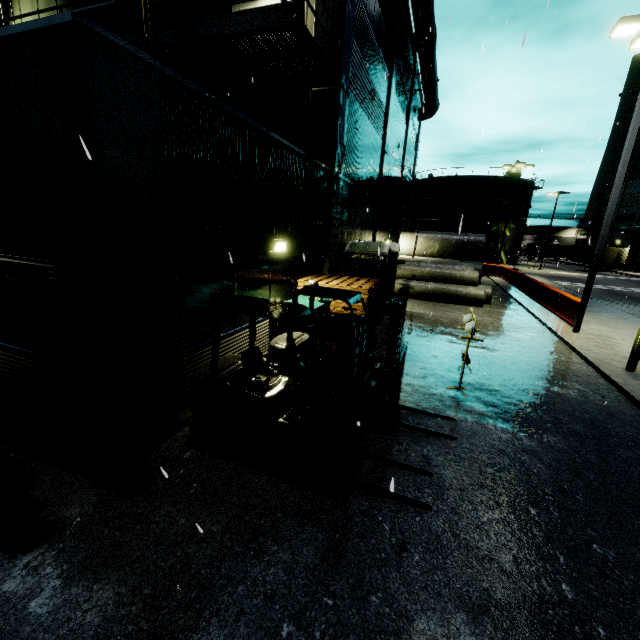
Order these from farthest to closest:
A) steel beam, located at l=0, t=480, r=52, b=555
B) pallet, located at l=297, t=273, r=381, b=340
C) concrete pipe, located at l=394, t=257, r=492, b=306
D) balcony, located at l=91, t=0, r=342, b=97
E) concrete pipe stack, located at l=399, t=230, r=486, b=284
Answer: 1. concrete pipe stack, located at l=399, t=230, r=486, b=284
2. concrete pipe, located at l=394, t=257, r=492, b=306
3. pallet, located at l=297, t=273, r=381, b=340
4. balcony, located at l=91, t=0, r=342, b=97
5. steel beam, located at l=0, t=480, r=52, b=555

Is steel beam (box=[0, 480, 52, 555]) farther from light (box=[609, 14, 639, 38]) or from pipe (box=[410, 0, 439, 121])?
light (box=[609, 14, 639, 38])

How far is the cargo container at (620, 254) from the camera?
48.1 meters

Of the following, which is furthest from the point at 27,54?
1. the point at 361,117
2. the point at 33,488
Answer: the point at 361,117

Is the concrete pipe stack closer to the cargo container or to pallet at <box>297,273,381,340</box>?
pallet at <box>297,273,381,340</box>

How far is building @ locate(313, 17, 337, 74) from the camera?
9.6m

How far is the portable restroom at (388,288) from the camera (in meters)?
11.51

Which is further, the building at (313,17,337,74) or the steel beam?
the building at (313,17,337,74)
